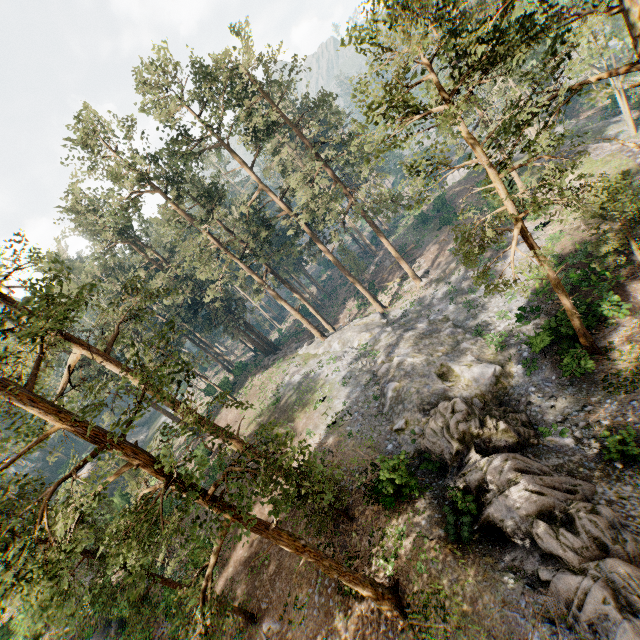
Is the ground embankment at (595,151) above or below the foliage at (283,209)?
below

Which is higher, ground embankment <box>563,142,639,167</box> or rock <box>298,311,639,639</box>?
rock <box>298,311,639,639</box>

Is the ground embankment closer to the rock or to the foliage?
the foliage

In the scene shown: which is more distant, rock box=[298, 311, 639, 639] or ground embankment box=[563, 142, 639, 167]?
ground embankment box=[563, 142, 639, 167]

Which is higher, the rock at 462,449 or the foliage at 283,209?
the foliage at 283,209

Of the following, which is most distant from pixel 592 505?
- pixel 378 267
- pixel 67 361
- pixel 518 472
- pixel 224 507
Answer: pixel 67 361
